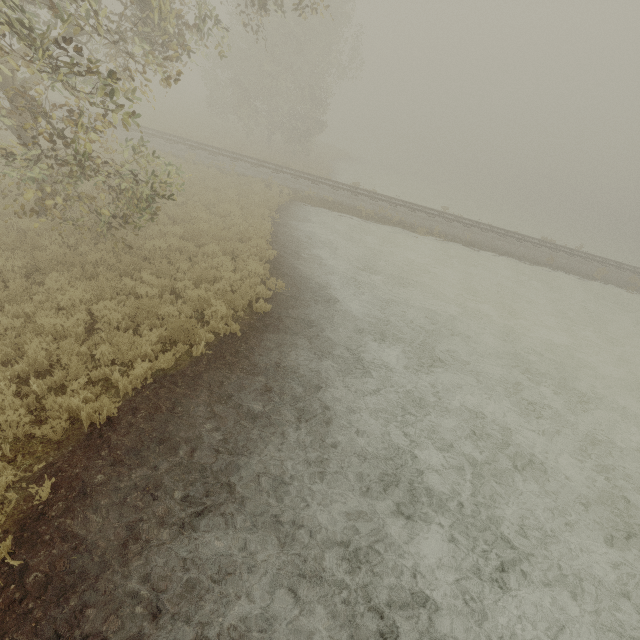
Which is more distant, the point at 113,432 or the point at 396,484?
the point at 396,484
